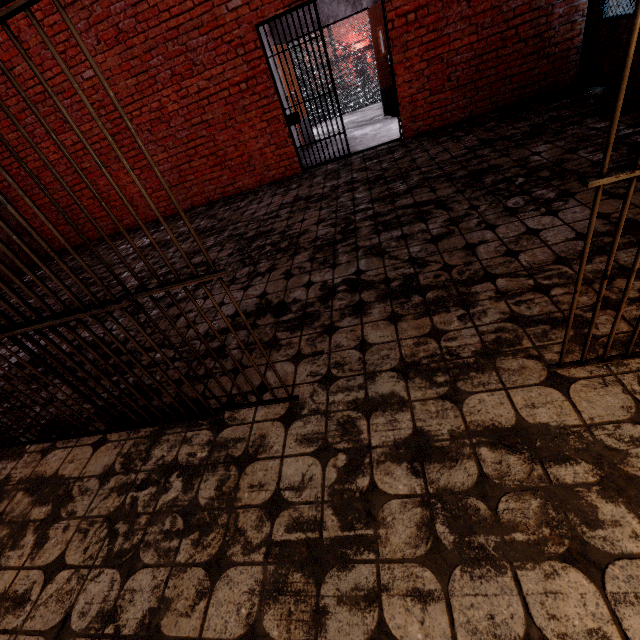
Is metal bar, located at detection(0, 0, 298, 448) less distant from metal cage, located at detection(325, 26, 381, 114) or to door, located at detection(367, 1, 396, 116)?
door, located at detection(367, 1, 396, 116)

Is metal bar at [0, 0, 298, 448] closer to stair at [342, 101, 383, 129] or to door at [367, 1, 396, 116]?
door at [367, 1, 396, 116]

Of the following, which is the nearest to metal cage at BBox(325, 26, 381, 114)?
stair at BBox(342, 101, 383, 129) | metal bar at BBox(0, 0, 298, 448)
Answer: stair at BBox(342, 101, 383, 129)

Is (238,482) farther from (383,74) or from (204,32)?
(383,74)

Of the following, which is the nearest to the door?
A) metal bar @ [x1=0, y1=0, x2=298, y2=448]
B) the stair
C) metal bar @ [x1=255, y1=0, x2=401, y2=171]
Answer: the stair

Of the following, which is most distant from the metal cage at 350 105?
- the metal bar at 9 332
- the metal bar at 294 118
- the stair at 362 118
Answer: the metal bar at 9 332

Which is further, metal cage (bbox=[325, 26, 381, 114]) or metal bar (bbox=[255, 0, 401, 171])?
metal cage (bbox=[325, 26, 381, 114])

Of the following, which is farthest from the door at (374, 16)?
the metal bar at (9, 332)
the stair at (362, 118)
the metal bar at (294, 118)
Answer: the metal bar at (9, 332)
